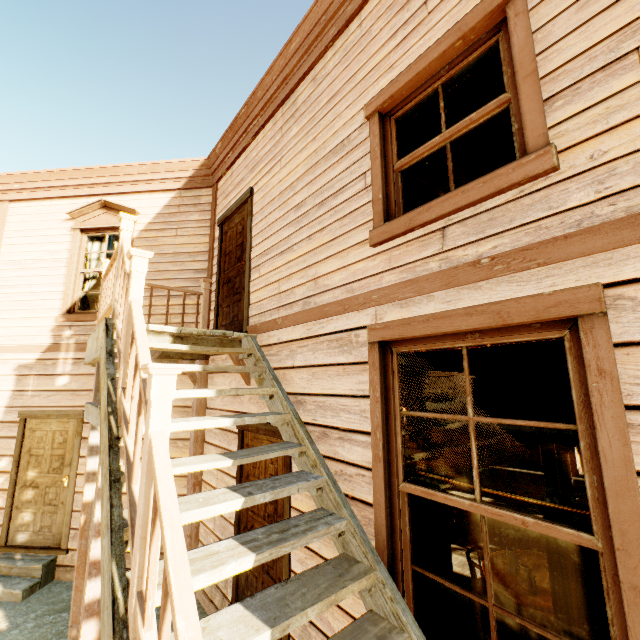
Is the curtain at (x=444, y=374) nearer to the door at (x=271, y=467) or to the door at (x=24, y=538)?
the door at (x=271, y=467)

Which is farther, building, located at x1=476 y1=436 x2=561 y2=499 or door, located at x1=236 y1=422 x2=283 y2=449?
building, located at x1=476 y1=436 x2=561 y2=499

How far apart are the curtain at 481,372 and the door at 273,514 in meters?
1.2 m

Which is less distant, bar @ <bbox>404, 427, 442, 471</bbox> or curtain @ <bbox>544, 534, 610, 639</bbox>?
curtain @ <bbox>544, 534, 610, 639</bbox>

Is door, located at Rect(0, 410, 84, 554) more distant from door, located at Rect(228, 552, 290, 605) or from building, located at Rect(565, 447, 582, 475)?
door, located at Rect(228, 552, 290, 605)

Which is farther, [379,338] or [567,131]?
[379,338]

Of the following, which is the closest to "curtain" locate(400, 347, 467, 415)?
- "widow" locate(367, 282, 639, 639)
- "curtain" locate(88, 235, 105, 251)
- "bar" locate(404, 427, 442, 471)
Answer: "widow" locate(367, 282, 639, 639)

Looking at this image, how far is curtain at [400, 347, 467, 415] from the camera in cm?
219
